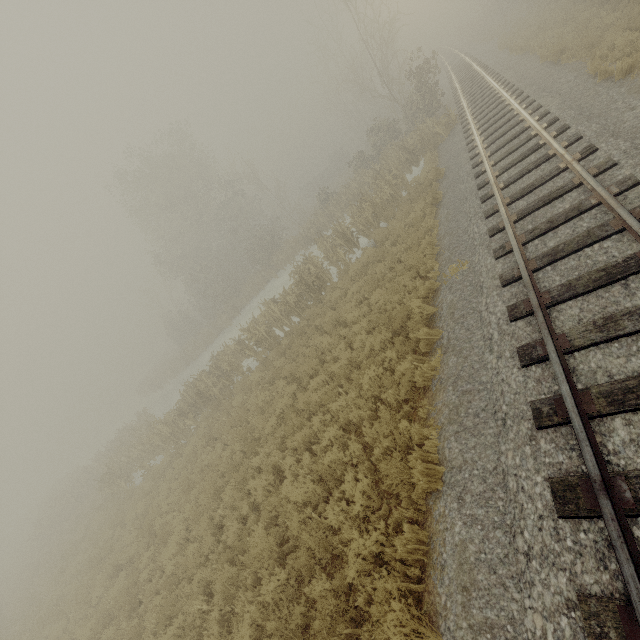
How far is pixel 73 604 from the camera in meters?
12.3 m
